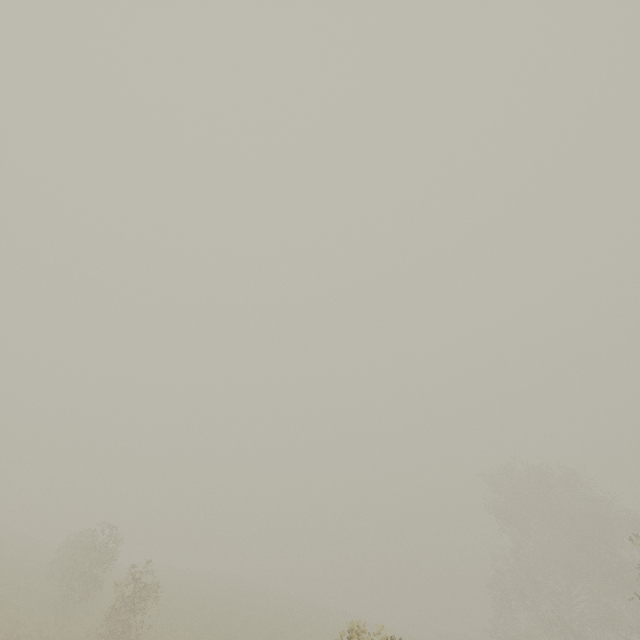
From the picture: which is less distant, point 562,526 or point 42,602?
point 42,602
